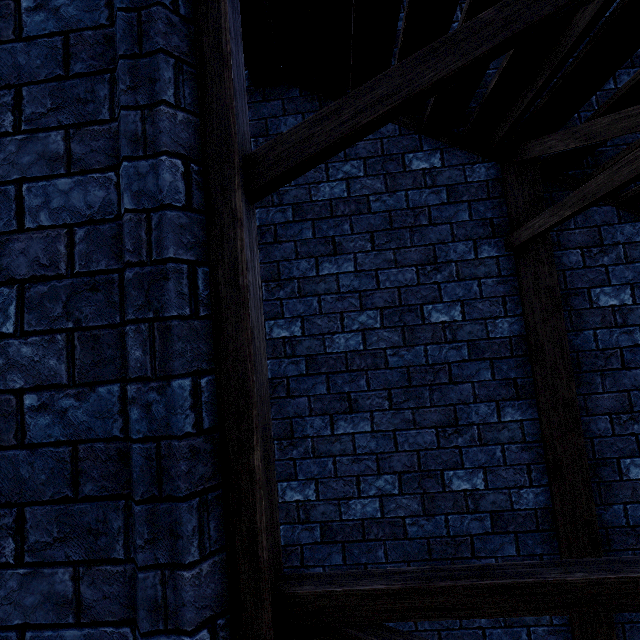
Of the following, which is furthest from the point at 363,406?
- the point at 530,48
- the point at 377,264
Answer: the point at 530,48
